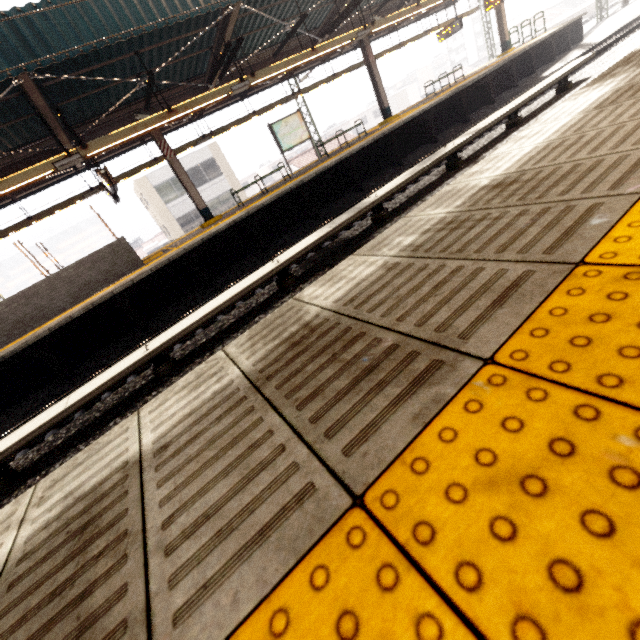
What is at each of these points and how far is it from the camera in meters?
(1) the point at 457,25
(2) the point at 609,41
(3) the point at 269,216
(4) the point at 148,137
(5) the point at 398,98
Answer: (1) sign, 17.2
(2) train track, 13.7
(3) platform underside, 10.0
(4) awning structure, 14.0
(5) building, 57.7

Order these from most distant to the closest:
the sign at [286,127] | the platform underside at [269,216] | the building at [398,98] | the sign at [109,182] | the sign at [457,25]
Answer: the building at [398,98]
the sign at [457,25]
the sign at [286,127]
the sign at [109,182]
the platform underside at [269,216]

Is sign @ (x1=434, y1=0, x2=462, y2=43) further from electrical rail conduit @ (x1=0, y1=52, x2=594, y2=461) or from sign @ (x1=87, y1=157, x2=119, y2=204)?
sign @ (x1=87, y1=157, x2=119, y2=204)

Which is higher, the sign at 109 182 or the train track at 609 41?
the sign at 109 182

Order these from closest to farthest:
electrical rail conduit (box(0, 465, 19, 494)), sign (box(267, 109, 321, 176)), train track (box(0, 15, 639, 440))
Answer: electrical rail conduit (box(0, 465, 19, 494)) → train track (box(0, 15, 639, 440)) → sign (box(267, 109, 321, 176))

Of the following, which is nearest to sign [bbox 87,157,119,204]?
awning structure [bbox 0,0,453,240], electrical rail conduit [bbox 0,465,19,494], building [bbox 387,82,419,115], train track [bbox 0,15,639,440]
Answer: awning structure [bbox 0,0,453,240]

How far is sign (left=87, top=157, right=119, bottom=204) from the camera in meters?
8.5 m

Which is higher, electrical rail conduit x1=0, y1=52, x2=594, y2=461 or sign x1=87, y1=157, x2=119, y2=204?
sign x1=87, y1=157, x2=119, y2=204
